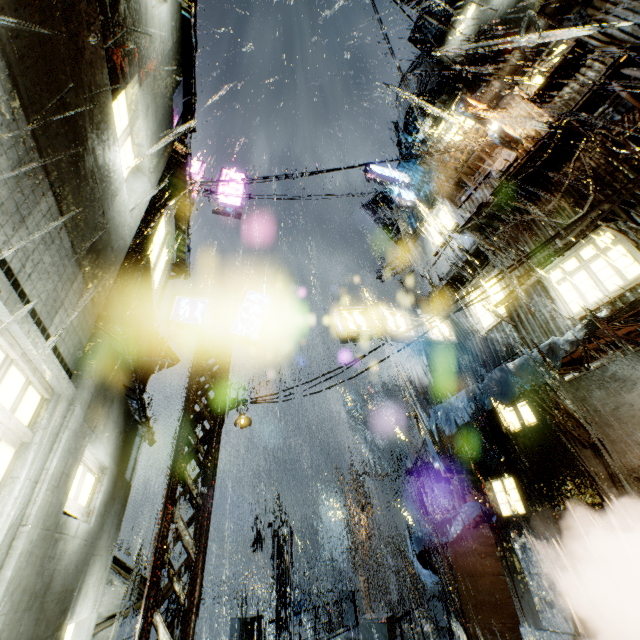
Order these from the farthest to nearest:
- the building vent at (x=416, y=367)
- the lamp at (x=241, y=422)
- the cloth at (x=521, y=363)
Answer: the building vent at (x=416, y=367)
the lamp at (x=241, y=422)
the cloth at (x=521, y=363)

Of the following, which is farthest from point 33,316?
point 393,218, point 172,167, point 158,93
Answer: point 393,218

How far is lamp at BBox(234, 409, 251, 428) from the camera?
8.85m

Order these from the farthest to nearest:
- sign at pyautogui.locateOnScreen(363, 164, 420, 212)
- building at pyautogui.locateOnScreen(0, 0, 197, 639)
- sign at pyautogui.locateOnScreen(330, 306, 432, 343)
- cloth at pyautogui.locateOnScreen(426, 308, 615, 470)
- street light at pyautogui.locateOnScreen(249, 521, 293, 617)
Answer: street light at pyautogui.locateOnScreen(249, 521, 293, 617) < sign at pyautogui.locateOnScreen(363, 164, 420, 212) < sign at pyautogui.locateOnScreen(330, 306, 432, 343) < cloth at pyautogui.locateOnScreen(426, 308, 615, 470) < building at pyautogui.locateOnScreen(0, 0, 197, 639)

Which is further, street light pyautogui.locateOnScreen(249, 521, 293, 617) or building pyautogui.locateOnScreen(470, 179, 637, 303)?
street light pyautogui.locateOnScreen(249, 521, 293, 617)

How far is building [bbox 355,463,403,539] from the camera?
24.8 meters

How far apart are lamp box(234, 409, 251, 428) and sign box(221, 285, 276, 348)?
2.37m

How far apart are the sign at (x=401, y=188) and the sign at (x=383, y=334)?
9.0m
